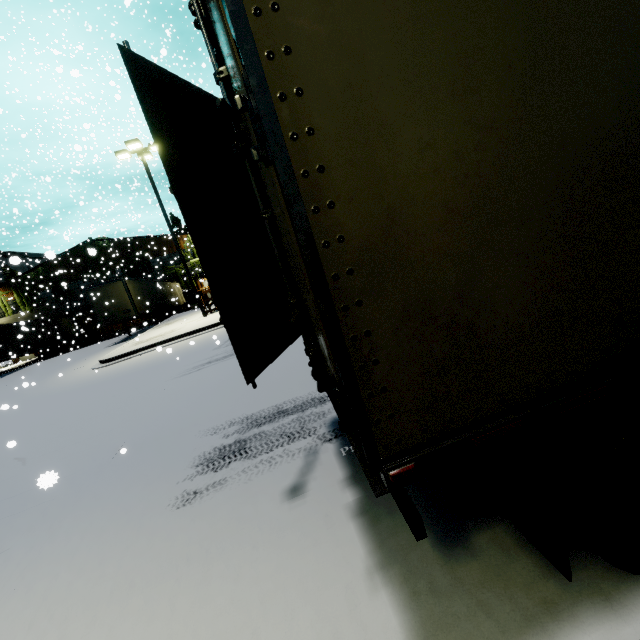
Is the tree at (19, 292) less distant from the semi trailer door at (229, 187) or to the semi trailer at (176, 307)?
the semi trailer at (176, 307)

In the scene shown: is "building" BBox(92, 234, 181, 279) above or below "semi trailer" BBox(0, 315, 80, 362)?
above

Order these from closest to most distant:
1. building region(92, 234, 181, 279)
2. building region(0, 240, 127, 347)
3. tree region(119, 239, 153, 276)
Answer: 1. building region(0, 240, 127, 347)
2. building region(92, 234, 181, 279)
3. tree region(119, 239, 153, 276)

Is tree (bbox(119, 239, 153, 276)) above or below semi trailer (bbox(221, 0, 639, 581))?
above

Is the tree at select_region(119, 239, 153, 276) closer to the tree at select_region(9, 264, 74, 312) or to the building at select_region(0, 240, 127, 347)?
the building at select_region(0, 240, 127, 347)

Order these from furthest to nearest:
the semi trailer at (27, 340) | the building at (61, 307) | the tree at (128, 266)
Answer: the tree at (128, 266), the building at (61, 307), the semi trailer at (27, 340)

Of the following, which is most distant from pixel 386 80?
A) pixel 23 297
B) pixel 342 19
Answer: pixel 23 297

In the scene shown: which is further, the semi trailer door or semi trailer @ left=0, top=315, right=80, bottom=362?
semi trailer @ left=0, top=315, right=80, bottom=362
